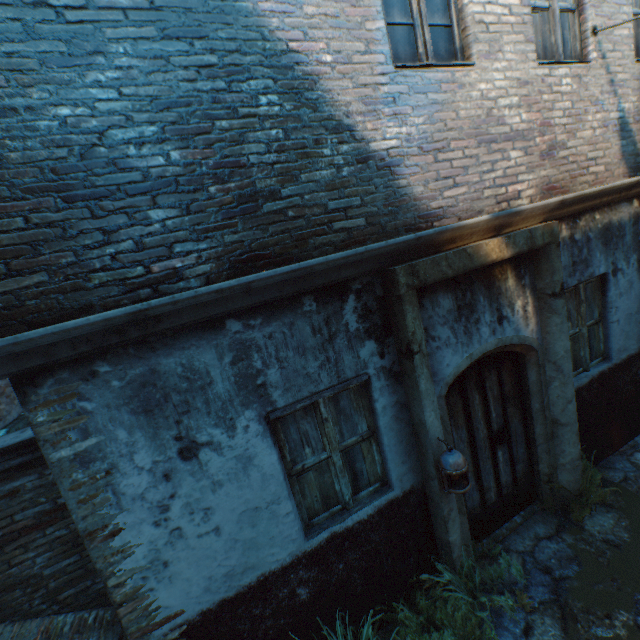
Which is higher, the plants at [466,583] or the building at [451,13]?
the building at [451,13]

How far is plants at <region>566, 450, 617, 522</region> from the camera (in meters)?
4.00

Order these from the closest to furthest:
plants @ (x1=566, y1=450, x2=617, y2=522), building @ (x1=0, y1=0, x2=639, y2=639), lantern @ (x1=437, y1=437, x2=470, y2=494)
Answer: building @ (x1=0, y1=0, x2=639, y2=639)
lantern @ (x1=437, y1=437, x2=470, y2=494)
plants @ (x1=566, y1=450, x2=617, y2=522)

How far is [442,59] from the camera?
3.3m

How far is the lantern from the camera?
3.0 meters

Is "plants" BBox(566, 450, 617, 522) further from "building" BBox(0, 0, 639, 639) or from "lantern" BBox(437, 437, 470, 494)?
"building" BBox(0, 0, 639, 639)

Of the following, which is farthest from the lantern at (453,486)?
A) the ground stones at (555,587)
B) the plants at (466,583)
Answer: the ground stones at (555,587)

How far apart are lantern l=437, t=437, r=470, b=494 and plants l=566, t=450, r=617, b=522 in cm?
191
